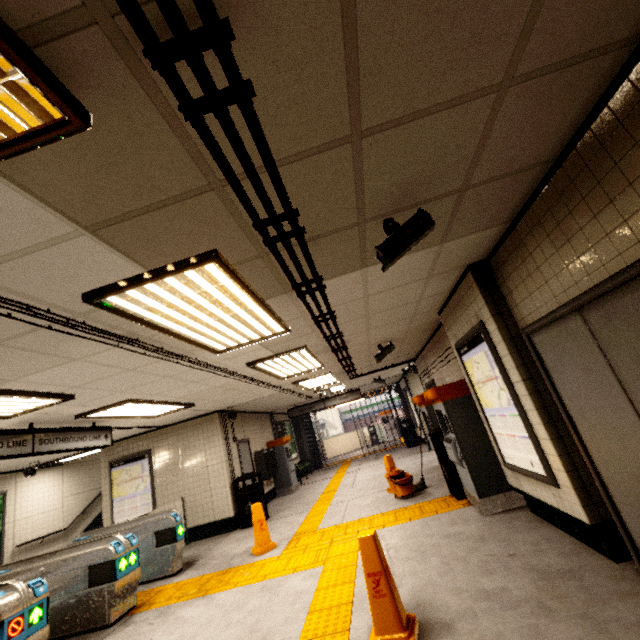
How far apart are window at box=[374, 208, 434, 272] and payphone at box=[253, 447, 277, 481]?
9.56m

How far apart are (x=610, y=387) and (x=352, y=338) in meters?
3.4 m

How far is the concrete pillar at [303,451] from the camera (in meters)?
15.88

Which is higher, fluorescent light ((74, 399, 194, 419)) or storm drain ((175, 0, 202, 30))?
storm drain ((175, 0, 202, 30))

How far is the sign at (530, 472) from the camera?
3.3m

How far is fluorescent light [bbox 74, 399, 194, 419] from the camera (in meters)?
5.21

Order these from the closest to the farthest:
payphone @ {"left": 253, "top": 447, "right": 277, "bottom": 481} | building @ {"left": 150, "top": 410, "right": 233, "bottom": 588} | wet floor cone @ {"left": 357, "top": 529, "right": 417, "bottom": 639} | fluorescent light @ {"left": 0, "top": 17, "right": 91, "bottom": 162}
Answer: fluorescent light @ {"left": 0, "top": 17, "right": 91, "bottom": 162} < wet floor cone @ {"left": 357, "top": 529, "right": 417, "bottom": 639} < building @ {"left": 150, "top": 410, "right": 233, "bottom": 588} < payphone @ {"left": 253, "top": 447, "right": 277, "bottom": 481}

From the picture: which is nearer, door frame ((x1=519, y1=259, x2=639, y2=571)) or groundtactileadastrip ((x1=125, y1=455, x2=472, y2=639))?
door frame ((x1=519, y1=259, x2=639, y2=571))
